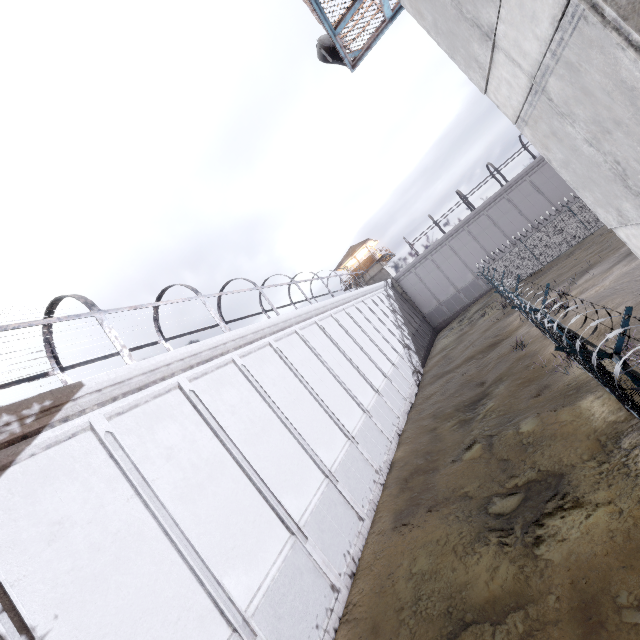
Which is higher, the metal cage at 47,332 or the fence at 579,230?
the metal cage at 47,332

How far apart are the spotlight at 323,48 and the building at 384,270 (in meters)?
31.81

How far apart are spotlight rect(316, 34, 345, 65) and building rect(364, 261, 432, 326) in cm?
3181

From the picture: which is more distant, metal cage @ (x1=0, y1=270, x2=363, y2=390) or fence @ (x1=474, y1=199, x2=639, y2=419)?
metal cage @ (x1=0, y1=270, x2=363, y2=390)

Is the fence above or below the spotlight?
below

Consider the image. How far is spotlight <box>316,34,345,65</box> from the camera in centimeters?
944cm

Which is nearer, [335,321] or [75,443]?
[75,443]

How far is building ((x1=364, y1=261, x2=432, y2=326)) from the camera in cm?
4056
